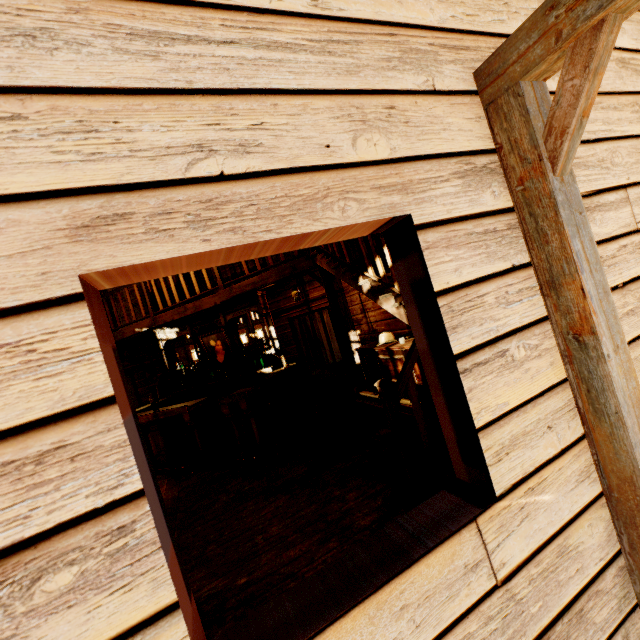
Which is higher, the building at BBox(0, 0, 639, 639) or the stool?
the building at BBox(0, 0, 639, 639)

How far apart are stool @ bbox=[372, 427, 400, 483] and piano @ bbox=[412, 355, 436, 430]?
0.3 meters

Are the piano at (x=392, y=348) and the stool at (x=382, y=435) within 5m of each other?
yes

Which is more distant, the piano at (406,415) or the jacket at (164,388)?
the jacket at (164,388)

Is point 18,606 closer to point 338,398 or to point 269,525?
point 269,525

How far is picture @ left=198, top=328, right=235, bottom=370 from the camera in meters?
7.7

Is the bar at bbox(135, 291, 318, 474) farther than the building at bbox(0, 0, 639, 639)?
Yes

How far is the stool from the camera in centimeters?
349cm
